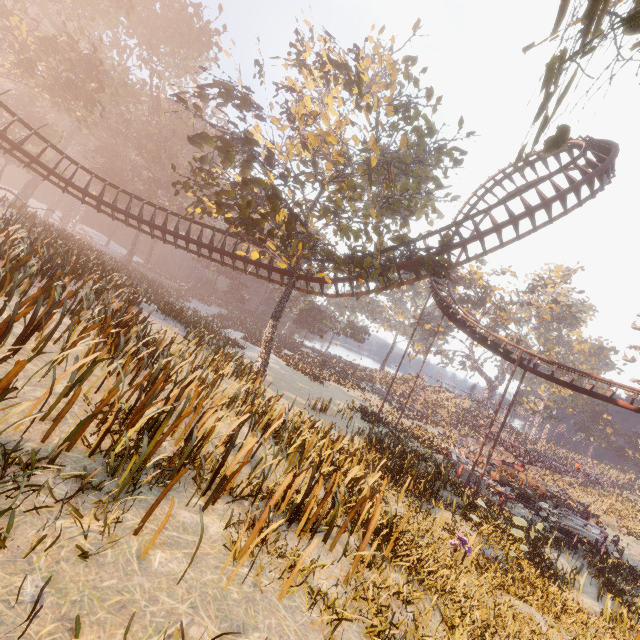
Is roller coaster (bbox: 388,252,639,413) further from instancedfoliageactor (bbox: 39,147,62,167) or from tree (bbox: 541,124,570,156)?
instancedfoliageactor (bbox: 39,147,62,167)

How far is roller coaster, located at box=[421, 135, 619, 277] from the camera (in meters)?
16.11

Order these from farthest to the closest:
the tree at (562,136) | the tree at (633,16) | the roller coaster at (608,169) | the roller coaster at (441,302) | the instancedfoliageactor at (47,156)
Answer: the instancedfoliageactor at (47,156), the roller coaster at (441,302), the roller coaster at (608,169), the tree at (562,136), the tree at (633,16)

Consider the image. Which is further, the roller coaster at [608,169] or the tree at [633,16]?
A: the roller coaster at [608,169]

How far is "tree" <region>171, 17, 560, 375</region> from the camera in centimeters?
1378cm

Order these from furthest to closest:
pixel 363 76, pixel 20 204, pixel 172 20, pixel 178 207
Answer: pixel 178 207 < pixel 20 204 < pixel 172 20 < pixel 363 76

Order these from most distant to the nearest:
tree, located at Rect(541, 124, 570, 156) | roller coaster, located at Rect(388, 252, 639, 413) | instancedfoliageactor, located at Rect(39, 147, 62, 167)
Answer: instancedfoliageactor, located at Rect(39, 147, 62, 167) < roller coaster, located at Rect(388, 252, 639, 413) < tree, located at Rect(541, 124, 570, 156)

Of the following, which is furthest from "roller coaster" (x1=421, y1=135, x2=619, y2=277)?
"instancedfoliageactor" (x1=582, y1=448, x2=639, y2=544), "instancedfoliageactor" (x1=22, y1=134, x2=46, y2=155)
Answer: "instancedfoliageactor" (x1=582, y1=448, x2=639, y2=544)
